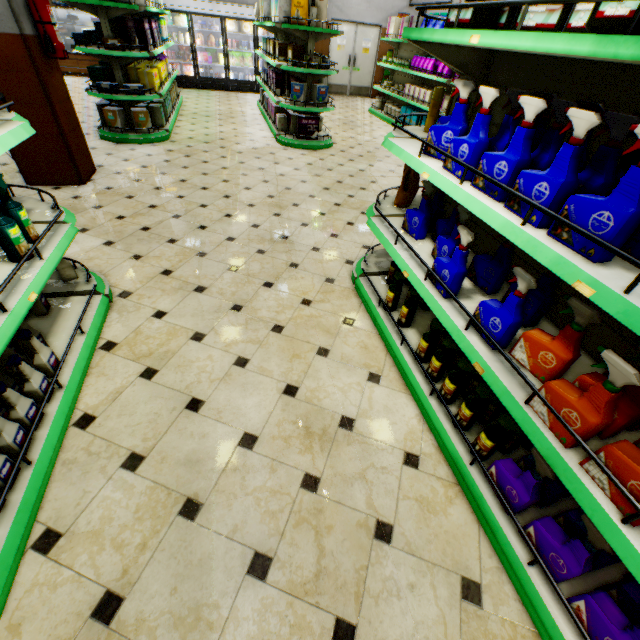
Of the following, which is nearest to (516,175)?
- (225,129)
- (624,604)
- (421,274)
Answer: (421,274)

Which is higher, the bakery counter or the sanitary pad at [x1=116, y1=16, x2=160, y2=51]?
the sanitary pad at [x1=116, y1=16, x2=160, y2=51]

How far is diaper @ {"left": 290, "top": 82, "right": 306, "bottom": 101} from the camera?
6.2 meters

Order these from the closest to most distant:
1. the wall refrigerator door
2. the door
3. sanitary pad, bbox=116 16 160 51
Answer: sanitary pad, bbox=116 16 160 51, the wall refrigerator door, the door

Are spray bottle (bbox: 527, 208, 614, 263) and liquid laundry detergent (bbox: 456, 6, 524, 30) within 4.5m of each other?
yes

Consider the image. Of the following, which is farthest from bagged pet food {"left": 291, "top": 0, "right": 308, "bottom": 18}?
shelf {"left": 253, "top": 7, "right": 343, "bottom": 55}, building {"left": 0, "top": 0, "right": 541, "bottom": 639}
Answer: building {"left": 0, "top": 0, "right": 541, "bottom": 639}

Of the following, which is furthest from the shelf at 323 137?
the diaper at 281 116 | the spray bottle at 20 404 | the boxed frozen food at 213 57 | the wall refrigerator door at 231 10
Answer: the spray bottle at 20 404

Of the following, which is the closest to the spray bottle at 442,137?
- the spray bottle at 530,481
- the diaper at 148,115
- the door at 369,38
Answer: the spray bottle at 530,481
